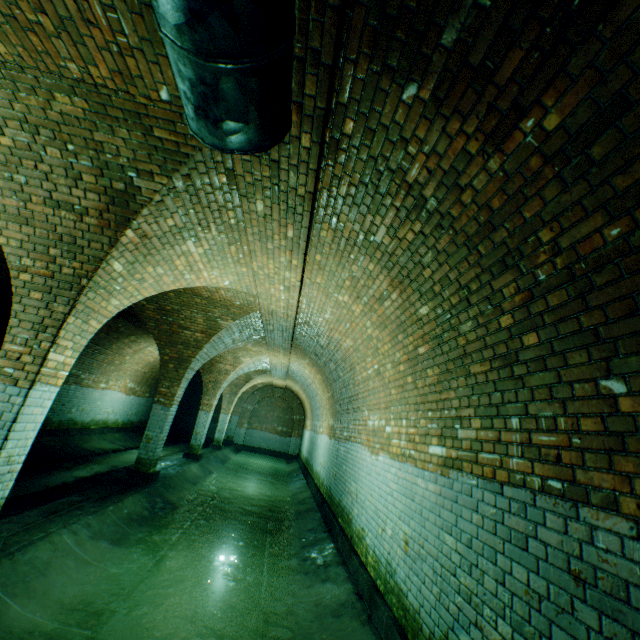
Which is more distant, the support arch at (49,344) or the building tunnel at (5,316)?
the building tunnel at (5,316)

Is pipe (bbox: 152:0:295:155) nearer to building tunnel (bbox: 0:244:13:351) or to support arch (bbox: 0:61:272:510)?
building tunnel (bbox: 0:244:13:351)

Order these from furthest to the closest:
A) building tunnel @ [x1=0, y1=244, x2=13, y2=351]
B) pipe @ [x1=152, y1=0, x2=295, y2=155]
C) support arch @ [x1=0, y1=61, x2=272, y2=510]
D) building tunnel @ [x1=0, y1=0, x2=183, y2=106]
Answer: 1. building tunnel @ [x1=0, y1=244, x2=13, y2=351]
2. support arch @ [x1=0, y1=61, x2=272, y2=510]
3. building tunnel @ [x1=0, y1=0, x2=183, y2=106]
4. pipe @ [x1=152, y1=0, x2=295, y2=155]

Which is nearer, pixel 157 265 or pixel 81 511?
pixel 157 265

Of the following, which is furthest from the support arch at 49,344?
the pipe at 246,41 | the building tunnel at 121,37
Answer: the pipe at 246,41

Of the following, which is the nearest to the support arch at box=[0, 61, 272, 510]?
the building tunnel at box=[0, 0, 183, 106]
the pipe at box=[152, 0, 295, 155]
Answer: the building tunnel at box=[0, 0, 183, 106]
